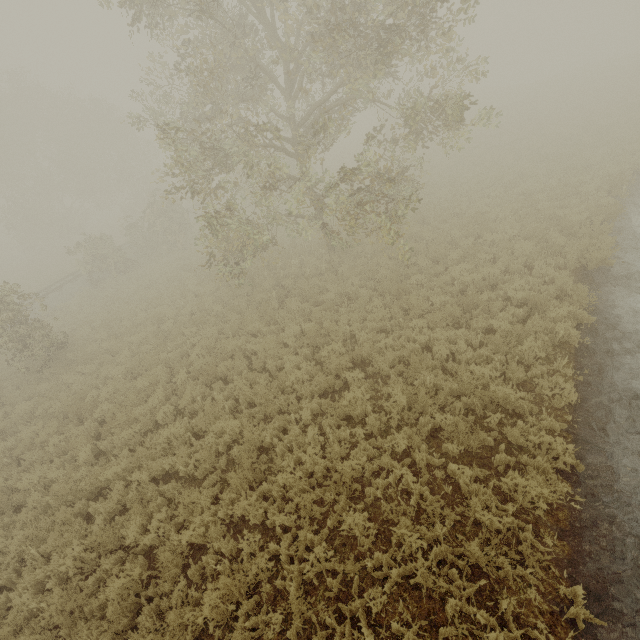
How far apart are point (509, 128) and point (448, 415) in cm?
2691
